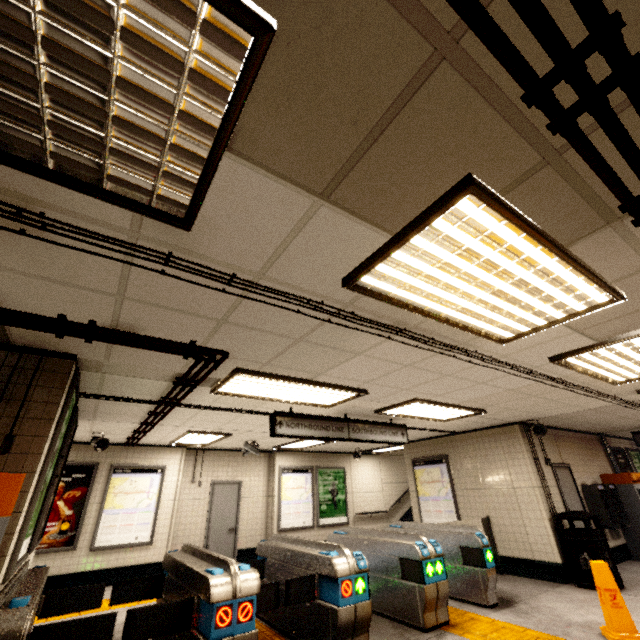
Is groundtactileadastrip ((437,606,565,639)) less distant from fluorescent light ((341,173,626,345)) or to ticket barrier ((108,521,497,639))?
ticket barrier ((108,521,497,639))

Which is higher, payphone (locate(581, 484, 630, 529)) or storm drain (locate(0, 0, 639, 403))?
storm drain (locate(0, 0, 639, 403))

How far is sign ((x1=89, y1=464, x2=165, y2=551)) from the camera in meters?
7.5

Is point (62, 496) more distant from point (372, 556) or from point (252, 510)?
point (372, 556)

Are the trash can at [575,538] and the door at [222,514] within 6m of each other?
no

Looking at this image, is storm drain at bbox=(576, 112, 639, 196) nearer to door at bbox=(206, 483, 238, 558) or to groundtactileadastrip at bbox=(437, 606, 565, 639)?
door at bbox=(206, 483, 238, 558)

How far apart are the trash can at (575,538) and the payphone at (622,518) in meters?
1.5

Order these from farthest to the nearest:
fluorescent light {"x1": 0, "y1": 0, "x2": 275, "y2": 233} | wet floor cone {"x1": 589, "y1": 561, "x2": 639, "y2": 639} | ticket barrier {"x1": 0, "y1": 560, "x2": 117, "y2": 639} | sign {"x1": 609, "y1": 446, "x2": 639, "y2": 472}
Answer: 1. sign {"x1": 609, "y1": 446, "x2": 639, "y2": 472}
2. wet floor cone {"x1": 589, "y1": 561, "x2": 639, "y2": 639}
3. ticket barrier {"x1": 0, "y1": 560, "x2": 117, "y2": 639}
4. fluorescent light {"x1": 0, "y1": 0, "x2": 275, "y2": 233}
